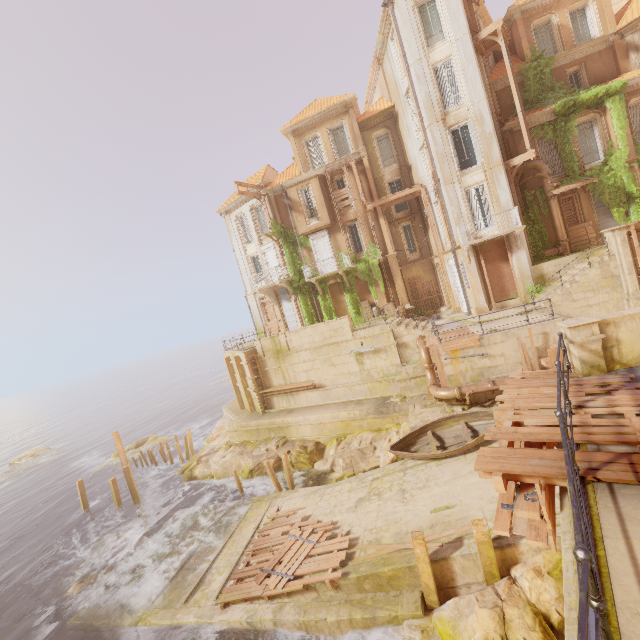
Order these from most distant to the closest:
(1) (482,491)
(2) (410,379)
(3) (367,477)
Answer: (2) (410,379), (3) (367,477), (1) (482,491)

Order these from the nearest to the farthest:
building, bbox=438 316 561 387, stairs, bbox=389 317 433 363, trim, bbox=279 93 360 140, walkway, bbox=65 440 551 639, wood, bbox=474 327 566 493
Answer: wood, bbox=474 327 566 493, walkway, bbox=65 440 551 639, building, bbox=438 316 561 387, stairs, bbox=389 317 433 363, trim, bbox=279 93 360 140

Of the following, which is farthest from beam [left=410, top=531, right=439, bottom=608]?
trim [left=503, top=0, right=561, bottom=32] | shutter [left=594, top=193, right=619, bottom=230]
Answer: trim [left=503, top=0, right=561, bottom=32]

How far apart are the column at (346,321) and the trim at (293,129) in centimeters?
1579cm

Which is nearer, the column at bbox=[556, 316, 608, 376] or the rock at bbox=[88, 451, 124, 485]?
the column at bbox=[556, 316, 608, 376]

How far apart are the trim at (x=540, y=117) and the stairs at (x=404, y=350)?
13.0 meters

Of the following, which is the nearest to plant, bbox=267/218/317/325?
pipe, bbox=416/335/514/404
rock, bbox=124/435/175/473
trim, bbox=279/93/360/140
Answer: pipe, bbox=416/335/514/404

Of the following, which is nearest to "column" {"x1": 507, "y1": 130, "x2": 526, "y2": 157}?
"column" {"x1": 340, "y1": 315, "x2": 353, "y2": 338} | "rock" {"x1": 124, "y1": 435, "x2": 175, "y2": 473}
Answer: "column" {"x1": 340, "y1": 315, "x2": 353, "y2": 338}
